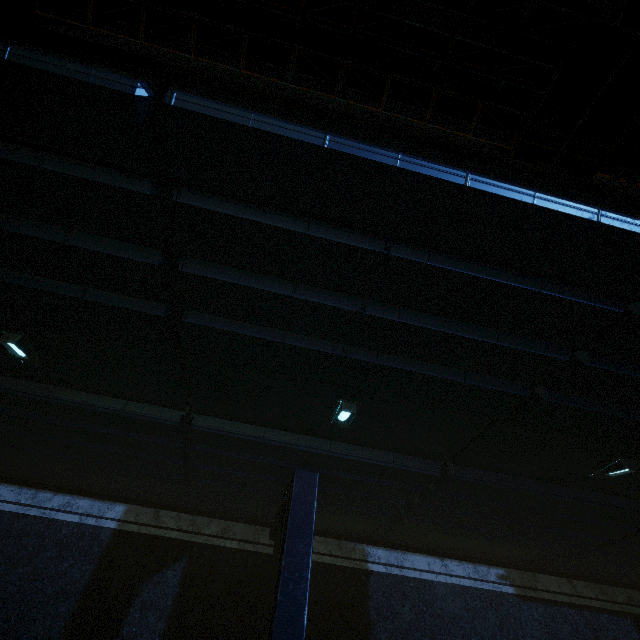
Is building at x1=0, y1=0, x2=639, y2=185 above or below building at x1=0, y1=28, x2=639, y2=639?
above

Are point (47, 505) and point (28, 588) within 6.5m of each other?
yes

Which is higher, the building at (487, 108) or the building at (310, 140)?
the building at (487, 108)
